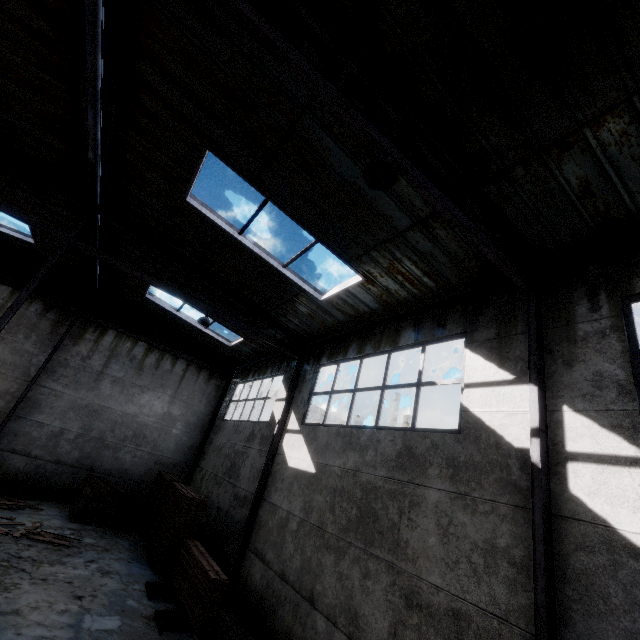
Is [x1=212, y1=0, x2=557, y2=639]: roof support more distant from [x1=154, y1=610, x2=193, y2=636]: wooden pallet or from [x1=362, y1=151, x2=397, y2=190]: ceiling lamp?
[x1=154, y1=610, x2=193, y2=636]: wooden pallet

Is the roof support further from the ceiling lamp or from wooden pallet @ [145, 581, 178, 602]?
wooden pallet @ [145, 581, 178, 602]

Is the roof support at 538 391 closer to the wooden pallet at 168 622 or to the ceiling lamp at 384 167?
the ceiling lamp at 384 167

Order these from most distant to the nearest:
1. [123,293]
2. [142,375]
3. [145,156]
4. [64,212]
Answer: [142,375] < [123,293] < [64,212] < [145,156]

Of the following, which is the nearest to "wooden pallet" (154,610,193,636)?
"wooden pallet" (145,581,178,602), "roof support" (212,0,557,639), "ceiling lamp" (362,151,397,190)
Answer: "wooden pallet" (145,581,178,602)

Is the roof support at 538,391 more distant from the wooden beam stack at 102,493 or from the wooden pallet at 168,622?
the wooden beam stack at 102,493

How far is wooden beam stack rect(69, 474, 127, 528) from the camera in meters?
11.2
